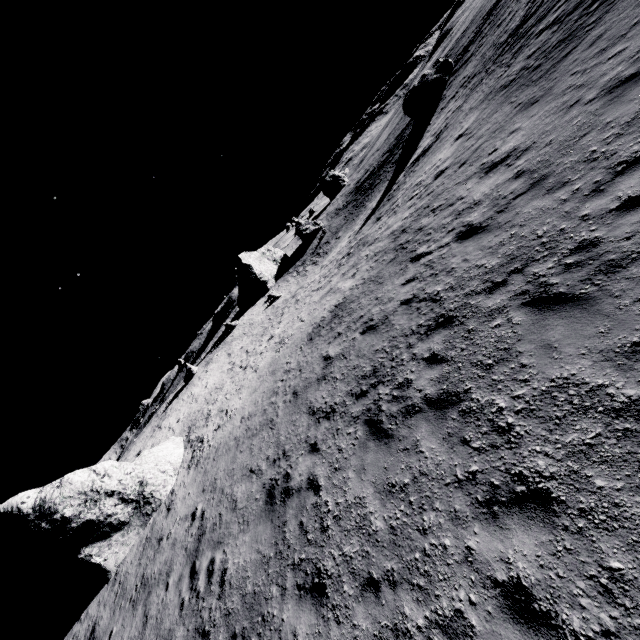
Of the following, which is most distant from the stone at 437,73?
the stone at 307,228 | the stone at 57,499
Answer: the stone at 57,499

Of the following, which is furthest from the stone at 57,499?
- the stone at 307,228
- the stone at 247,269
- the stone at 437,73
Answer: the stone at 307,228

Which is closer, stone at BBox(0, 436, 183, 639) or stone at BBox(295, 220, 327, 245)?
stone at BBox(0, 436, 183, 639)

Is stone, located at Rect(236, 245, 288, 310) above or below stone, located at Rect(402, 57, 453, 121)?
above

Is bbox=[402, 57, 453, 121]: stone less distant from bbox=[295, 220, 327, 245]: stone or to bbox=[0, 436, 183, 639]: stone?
bbox=[295, 220, 327, 245]: stone

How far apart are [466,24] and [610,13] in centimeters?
5028cm

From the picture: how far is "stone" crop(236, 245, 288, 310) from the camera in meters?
51.6

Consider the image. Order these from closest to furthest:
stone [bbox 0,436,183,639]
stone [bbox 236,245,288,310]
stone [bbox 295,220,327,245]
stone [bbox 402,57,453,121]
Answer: stone [bbox 0,436,183,639]
stone [bbox 402,57,453,121]
stone [bbox 236,245,288,310]
stone [bbox 295,220,327,245]
